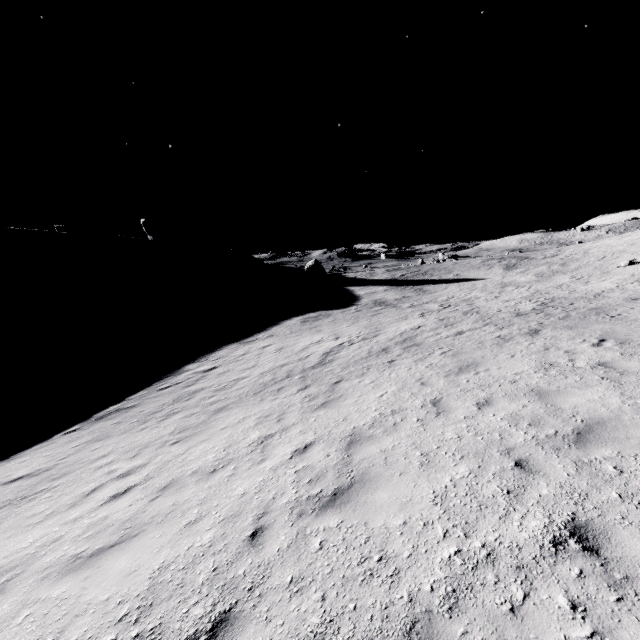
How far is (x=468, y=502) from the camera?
4.4m

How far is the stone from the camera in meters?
48.1

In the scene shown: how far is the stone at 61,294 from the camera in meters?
48.1 m
